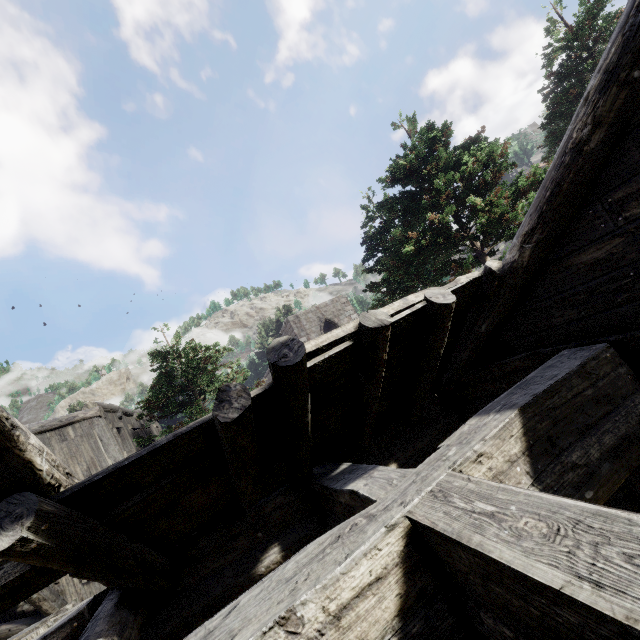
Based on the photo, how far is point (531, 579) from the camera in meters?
1.0 m
